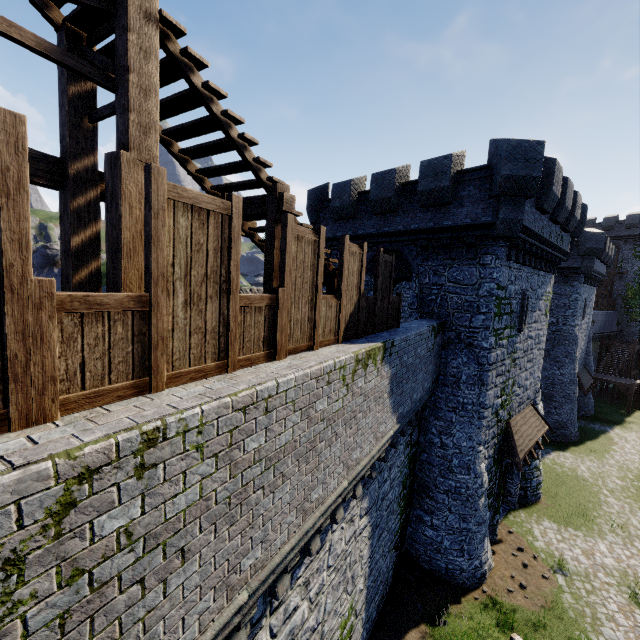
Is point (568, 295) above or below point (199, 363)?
above

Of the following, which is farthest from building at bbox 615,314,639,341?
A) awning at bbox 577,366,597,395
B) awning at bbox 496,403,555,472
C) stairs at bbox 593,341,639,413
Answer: awning at bbox 496,403,555,472

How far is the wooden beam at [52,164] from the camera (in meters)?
3.97

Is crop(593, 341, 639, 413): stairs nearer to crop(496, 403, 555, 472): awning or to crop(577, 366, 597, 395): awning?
crop(577, 366, 597, 395): awning

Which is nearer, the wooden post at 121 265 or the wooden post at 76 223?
the wooden post at 121 265

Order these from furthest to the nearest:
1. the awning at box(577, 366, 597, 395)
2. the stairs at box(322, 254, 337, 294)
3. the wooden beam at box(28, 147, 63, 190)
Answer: the awning at box(577, 366, 597, 395) → the stairs at box(322, 254, 337, 294) → the wooden beam at box(28, 147, 63, 190)

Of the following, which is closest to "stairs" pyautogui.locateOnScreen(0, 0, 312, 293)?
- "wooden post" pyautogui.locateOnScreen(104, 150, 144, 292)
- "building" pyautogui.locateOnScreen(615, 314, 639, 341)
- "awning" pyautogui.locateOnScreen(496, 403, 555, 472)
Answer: "wooden post" pyautogui.locateOnScreen(104, 150, 144, 292)

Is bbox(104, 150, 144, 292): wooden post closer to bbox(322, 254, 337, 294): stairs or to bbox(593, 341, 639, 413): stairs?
bbox(322, 254, 337, 294): stairs
